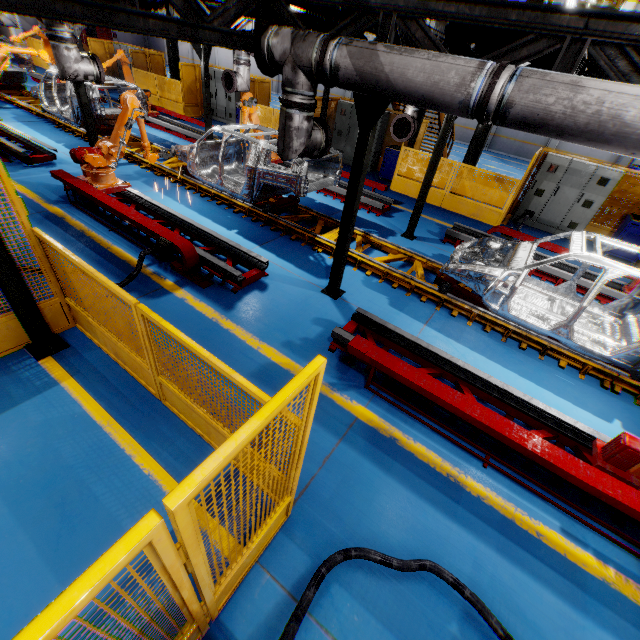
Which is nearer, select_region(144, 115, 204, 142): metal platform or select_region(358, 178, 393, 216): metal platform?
select_region(358, 178, 393, 216): metal platform

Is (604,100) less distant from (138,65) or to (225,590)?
(225,590)

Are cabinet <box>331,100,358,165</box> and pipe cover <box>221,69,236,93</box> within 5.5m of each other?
yes

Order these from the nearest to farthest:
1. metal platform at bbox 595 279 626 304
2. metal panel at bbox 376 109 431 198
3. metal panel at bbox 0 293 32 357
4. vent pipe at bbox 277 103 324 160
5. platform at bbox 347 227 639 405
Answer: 1. metal panel at bbox 0 293 32 357
2. vent pipe at bbox 277 103 324 160
3. platform at bbox 347 227 639 405
4. metal platform at bbox 595 279 626 304
5. metal panel at bbox 376 109 431 198

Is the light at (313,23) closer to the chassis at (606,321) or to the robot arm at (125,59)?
the chassis at (606,321)

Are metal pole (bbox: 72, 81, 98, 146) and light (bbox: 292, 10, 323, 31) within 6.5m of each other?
yes

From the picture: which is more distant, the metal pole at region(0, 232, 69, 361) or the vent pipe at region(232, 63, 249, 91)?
the vent pipe at region(232, 63, 249, 91)

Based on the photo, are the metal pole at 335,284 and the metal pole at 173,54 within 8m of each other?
no
